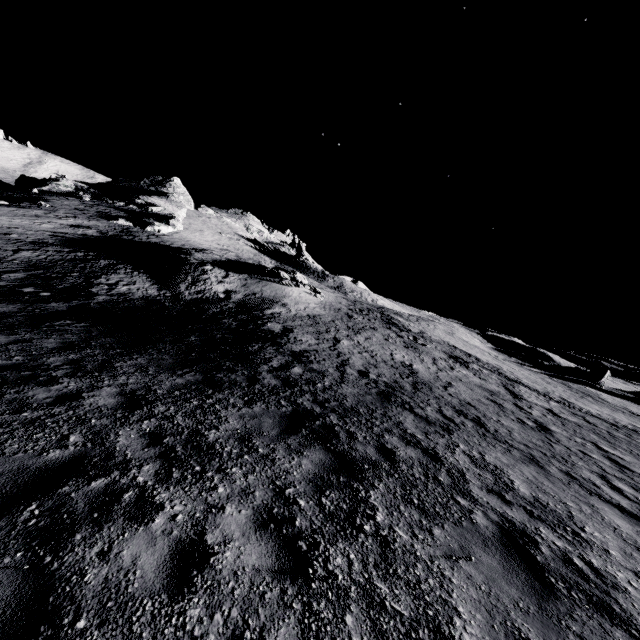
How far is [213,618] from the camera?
2.6 meters

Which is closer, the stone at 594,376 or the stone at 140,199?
the stone at 594,376

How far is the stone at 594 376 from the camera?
40.4 meters

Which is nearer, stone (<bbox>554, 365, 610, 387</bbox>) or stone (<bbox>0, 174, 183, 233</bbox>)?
stone (<bbox>554, 365, 610, 387</bbox>)

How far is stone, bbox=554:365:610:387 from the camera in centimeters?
4038cm
